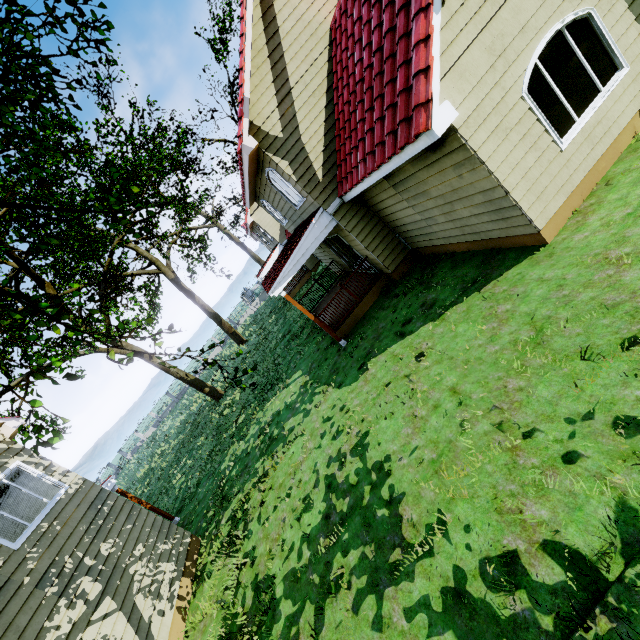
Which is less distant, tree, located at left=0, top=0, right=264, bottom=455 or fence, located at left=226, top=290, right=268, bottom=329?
tree, located at left=0, top=0, right=264, bottom=455

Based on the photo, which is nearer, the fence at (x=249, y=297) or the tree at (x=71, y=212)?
the tree at (x=71, y=212)

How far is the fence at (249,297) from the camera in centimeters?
4316cm

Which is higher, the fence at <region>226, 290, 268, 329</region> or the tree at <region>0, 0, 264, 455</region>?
the tree at <region>0, 0, 264, 455</region>

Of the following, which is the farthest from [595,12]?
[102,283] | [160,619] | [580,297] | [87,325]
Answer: [102,283]

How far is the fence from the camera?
43.16m
